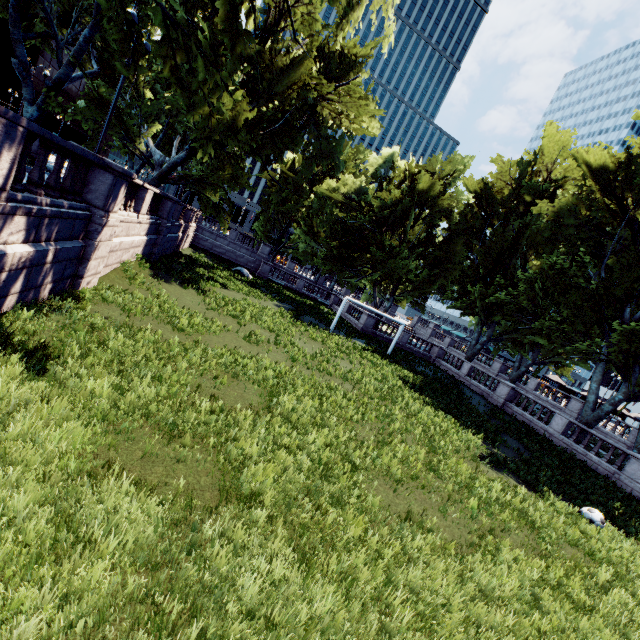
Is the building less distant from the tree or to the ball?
the tree

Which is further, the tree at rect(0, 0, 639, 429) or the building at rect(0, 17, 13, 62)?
the building at rect(0, 17, 13, 62)

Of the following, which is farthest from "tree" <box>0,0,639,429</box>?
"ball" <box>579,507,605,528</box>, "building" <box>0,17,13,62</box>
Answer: "building" <box>0,17,13,62</box>

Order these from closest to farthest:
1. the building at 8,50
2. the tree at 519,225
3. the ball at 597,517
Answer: the ball at 597,517
the tree at 519,225
the building at 8,50

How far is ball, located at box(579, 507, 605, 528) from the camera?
10.68m

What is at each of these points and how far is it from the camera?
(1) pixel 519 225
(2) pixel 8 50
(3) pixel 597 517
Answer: (1) tree, 26.5m
(2) building, 59.8m
(3) ball, 10.7m

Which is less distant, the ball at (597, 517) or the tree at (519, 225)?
the ball at (597, 517)

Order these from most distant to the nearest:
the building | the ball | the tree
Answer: the building, the tree, the ball
